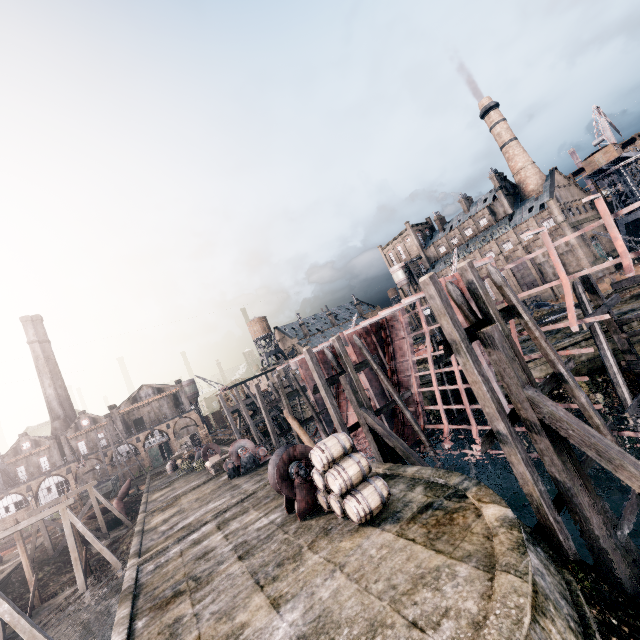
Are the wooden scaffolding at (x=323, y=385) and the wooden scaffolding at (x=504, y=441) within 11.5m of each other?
yes

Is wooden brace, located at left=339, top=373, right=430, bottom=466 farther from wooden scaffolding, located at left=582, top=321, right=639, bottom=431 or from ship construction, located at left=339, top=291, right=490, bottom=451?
wooden scaffolding, located at left=582, top=321, right=639, bottom=431

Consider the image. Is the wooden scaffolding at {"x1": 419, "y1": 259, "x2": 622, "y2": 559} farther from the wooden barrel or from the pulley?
the pulley

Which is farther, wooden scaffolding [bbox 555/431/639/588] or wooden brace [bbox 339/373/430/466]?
wooden brace [bbox 339/373/430/466]

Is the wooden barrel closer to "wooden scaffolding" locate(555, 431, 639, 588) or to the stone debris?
"wooden scaffolding" locate(555, 431, 639, 588)

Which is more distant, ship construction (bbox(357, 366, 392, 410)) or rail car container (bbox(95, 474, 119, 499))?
rail car container (bbox(95, 474, 119, 499))

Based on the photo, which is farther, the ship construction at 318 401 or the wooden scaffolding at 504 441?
the ship construction at 318 401

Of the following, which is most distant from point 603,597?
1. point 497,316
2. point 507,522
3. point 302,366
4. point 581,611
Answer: point 302,366
